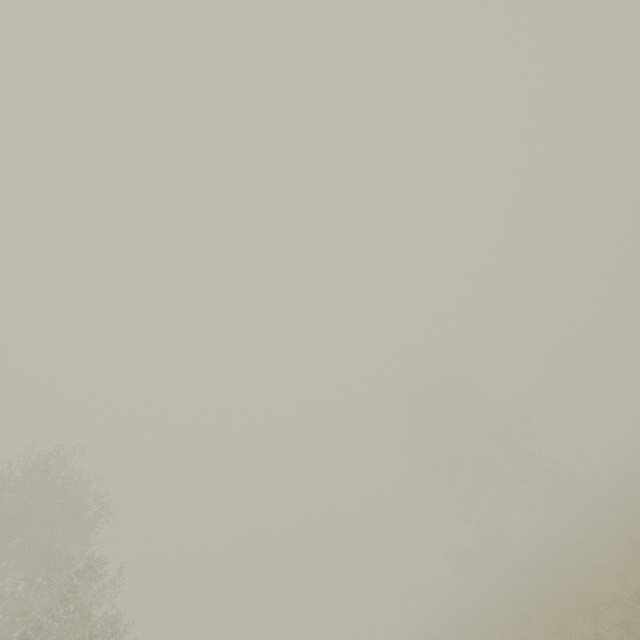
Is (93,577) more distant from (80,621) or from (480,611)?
(480,611)

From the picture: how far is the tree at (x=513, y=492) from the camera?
31.16m

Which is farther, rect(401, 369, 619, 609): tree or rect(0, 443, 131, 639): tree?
rect(401, 369, 619, 609): tree

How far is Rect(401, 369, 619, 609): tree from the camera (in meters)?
31.16

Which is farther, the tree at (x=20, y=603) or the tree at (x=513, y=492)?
the tree at (x=513, y=492)
